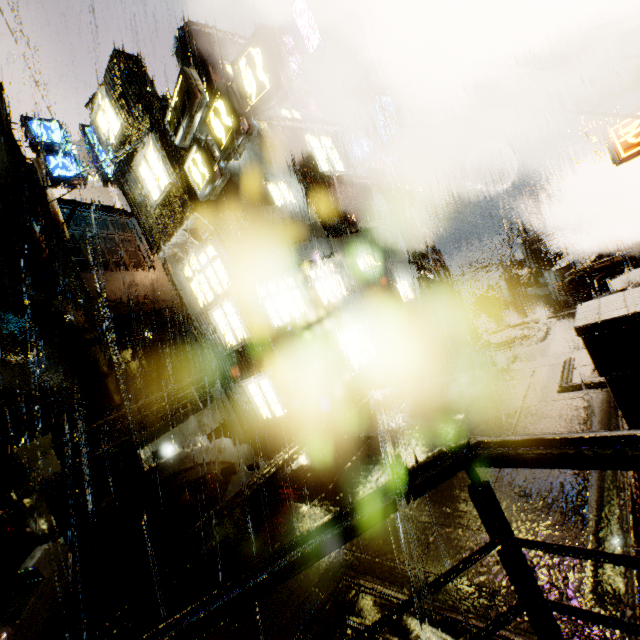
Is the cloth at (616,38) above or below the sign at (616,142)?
above

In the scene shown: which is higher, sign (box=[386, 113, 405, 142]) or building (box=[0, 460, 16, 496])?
sign (box=[386, 113, 405, 142])

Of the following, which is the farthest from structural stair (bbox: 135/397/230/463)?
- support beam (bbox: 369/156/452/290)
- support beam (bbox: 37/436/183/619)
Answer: support beam (bbox: 369/156/452/290)

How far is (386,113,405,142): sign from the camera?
15.78m

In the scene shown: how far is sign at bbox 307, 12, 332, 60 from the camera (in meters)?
16.41

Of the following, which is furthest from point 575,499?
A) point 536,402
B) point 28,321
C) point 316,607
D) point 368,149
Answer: point 28,321

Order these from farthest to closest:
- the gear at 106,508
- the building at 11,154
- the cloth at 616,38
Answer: the building at 11,154, the cloth at 616,38, the gear at 106,508

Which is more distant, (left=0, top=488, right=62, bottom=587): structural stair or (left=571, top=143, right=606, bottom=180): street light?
(left=571, top=143, right=606, bottom=180): street light
